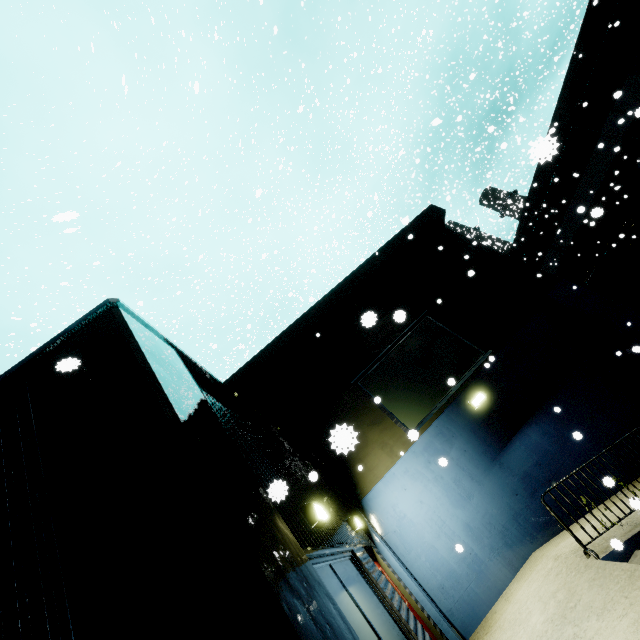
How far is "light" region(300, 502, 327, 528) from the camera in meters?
4.2 m

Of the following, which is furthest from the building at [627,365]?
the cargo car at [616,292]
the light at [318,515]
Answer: the cargo car at [616,292]

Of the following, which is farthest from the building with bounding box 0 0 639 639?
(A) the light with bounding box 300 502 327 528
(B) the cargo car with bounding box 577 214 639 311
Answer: (B) the cargo car with bounding box 577 214 639 311

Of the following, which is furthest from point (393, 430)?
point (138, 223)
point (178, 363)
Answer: point (138, 223)

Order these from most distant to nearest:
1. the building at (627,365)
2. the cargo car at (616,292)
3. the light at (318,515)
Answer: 1. the cargo car at (616,292)
2. the light at (318,515)
3. the building at (627,365)

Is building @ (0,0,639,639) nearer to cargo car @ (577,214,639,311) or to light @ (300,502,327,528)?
light @ (300,502,327,528)

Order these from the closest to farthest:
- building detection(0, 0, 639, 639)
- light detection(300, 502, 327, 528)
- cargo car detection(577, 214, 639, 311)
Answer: building detection(0, 0, 639, 639)
light detection(300, 502, 327, 528)
cargo car detection(577, 214, 639, 311)
